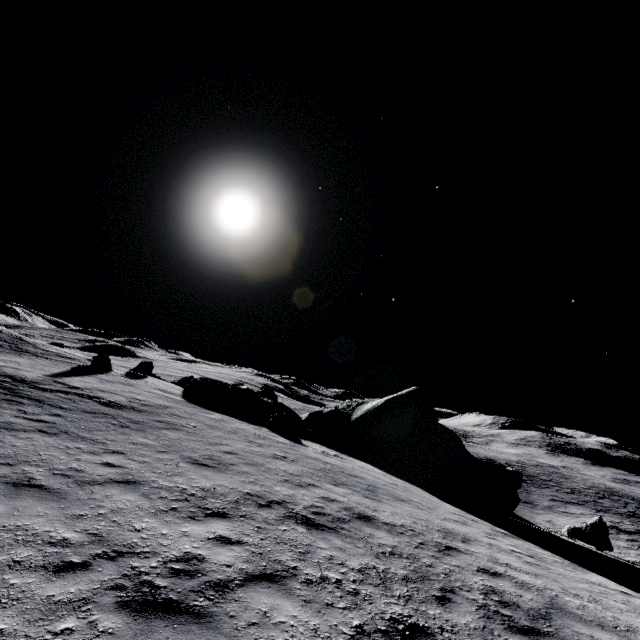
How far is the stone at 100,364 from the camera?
23.55m

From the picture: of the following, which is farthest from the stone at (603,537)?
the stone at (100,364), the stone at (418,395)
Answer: the stone at (100,364)

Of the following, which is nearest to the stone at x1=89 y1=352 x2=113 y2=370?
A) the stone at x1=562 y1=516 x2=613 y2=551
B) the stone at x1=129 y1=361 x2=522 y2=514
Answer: the stone at x1=129 y1=361 x2=522 y2=514

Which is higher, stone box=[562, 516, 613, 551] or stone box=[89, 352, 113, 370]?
stone box=[89, 352, 113, 370]

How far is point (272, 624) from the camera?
4.1 meters

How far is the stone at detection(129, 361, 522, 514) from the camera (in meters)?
19.50

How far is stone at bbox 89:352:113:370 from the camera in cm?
2355

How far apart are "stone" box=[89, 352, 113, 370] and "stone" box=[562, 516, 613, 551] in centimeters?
3033cm
